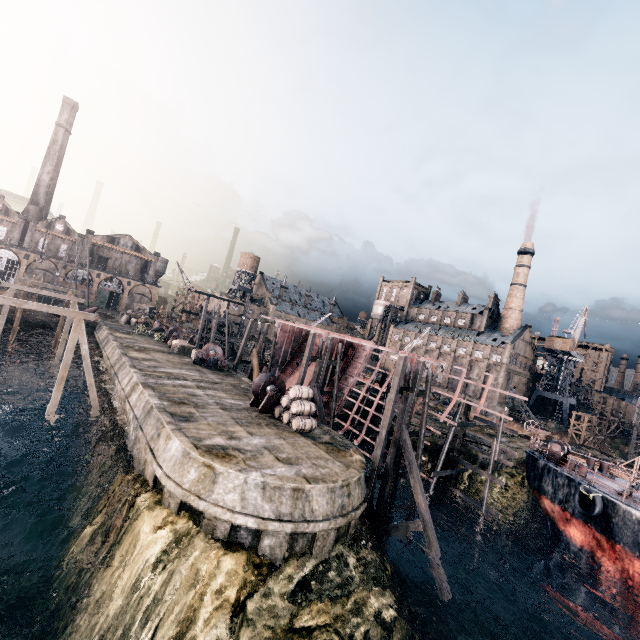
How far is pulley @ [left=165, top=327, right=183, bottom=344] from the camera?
43.00m

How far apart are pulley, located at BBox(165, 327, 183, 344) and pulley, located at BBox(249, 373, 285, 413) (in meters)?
24.31

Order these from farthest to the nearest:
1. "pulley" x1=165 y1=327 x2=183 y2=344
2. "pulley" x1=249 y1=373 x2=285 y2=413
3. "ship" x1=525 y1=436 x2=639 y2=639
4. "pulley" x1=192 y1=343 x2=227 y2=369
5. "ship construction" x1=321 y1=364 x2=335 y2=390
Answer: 1. "pulley" x1=165 y1=327 x2=183 y2=344
2. "ship construction" x1=321 y1=364 x2=335 y2=390
3. "pulley" x1=192 y1=343 x2=227 y2=369
4. "pulley" x1=249 y1=373 x2=285 y2=413
5. "ship" x1=525 y1=436 x2=639 y2=639

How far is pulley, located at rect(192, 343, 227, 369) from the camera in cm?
3412

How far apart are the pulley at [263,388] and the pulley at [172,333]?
24.3m

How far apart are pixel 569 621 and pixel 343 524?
20.6m

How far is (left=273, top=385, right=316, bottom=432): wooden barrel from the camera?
20.31m

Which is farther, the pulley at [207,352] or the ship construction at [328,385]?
the ship construction at [328,385]
